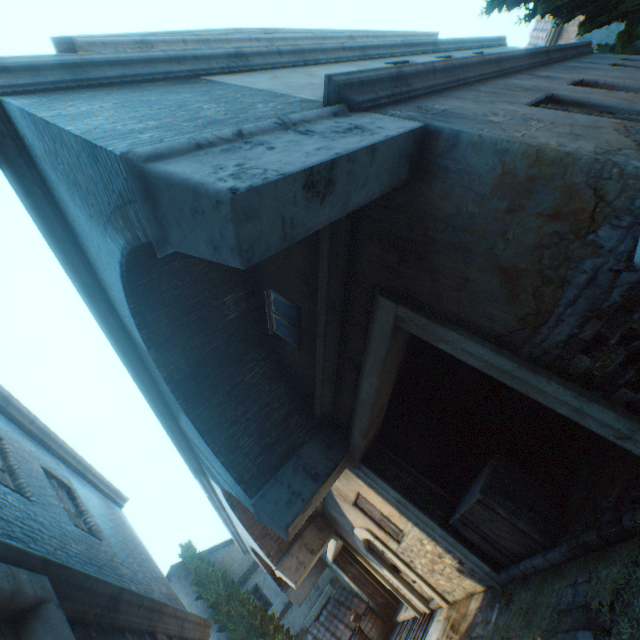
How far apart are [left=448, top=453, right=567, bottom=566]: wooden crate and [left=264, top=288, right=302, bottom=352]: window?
3.4m

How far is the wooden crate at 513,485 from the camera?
4.4 meters

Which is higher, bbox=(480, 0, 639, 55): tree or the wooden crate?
bbox=(480, 0, 639, 55): tree

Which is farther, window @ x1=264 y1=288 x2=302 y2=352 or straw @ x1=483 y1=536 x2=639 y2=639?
window @ x1=264 y1=288 x2=302 y2=352

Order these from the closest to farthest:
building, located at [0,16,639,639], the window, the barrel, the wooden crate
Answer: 1. building, located at [0,16,639,639]
2. the wooden crate
3. the window
4. the barrel

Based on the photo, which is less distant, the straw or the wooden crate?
the straw

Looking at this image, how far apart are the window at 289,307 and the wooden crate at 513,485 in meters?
3.4 m

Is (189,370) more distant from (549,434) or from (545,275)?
(549,434)
